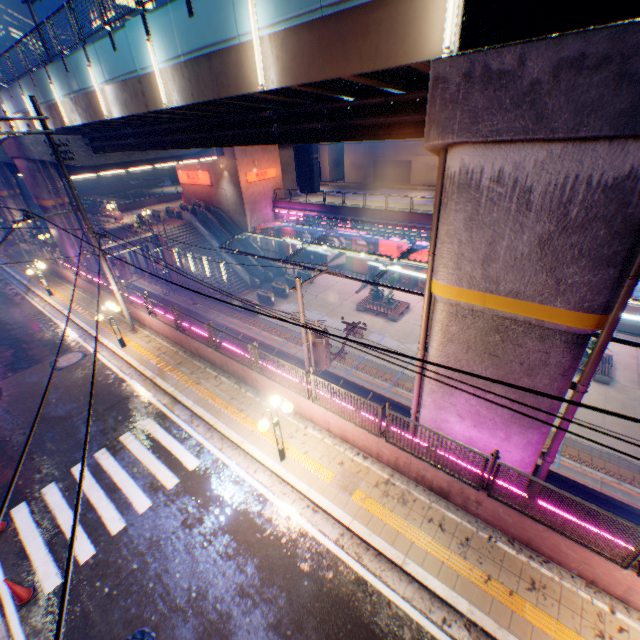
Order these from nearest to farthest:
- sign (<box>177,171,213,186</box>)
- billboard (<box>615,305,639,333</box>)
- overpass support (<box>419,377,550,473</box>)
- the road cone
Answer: the road cone → overpass support (<box>419,377,550,473</box>) → billboard (<box>615,305,639,333</box>) → sign (<box>177,171,213,186</box>)

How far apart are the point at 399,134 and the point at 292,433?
10.29m

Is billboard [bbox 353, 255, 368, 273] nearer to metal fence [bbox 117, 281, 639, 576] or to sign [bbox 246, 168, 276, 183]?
metal fence [bbox 117, 281, 639, 576]

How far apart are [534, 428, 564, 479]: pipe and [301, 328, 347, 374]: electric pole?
7.36m

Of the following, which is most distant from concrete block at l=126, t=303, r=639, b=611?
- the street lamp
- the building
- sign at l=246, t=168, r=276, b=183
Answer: the building

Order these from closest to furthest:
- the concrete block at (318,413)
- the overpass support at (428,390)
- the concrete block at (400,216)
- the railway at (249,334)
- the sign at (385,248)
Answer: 1. the concrete block at (318,413)
2. the overpass support at (428,390)
3. the railway at (249,334)
4. the concrete block at (400,216)
5. the sign at (385,248)

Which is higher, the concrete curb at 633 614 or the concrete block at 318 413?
the concrete block at 318 413

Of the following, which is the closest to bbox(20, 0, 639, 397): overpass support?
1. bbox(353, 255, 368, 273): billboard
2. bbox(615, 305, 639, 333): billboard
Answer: bbox(615, 305, 639, 333): billboard
